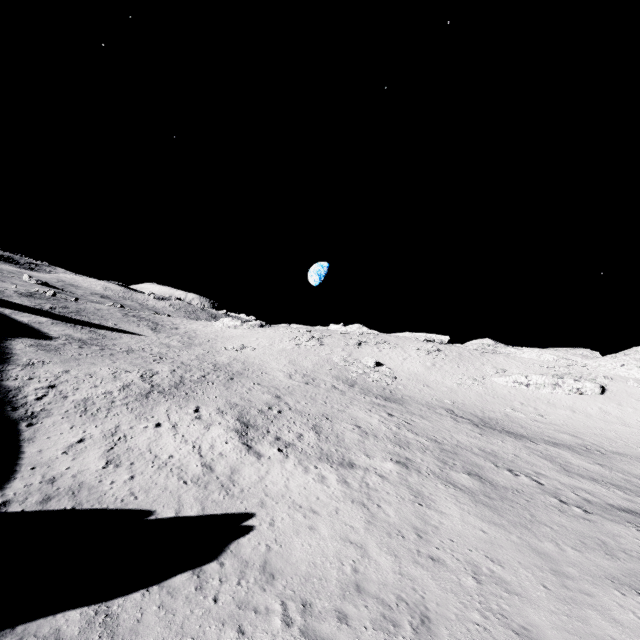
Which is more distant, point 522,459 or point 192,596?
point 522,459

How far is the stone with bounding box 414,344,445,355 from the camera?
54.9 meters

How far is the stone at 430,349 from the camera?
54.94m
